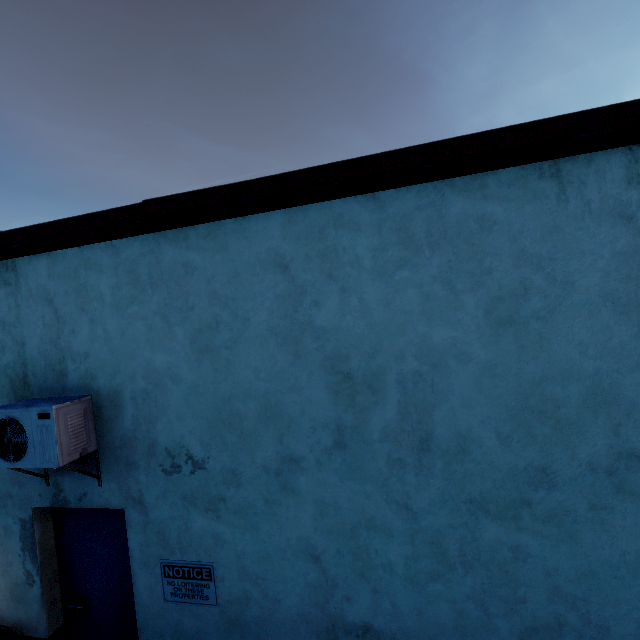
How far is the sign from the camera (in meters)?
2.95

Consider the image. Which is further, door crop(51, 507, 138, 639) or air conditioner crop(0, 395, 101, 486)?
door crop(51, 507, 138, 639)

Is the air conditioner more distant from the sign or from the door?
the sign

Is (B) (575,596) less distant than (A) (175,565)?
Yes

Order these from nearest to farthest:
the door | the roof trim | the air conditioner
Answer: the roof trim < the air conditioner < the door

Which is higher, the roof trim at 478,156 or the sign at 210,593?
the roof trim at 478,156

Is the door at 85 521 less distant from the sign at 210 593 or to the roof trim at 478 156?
the sign at 210 593
